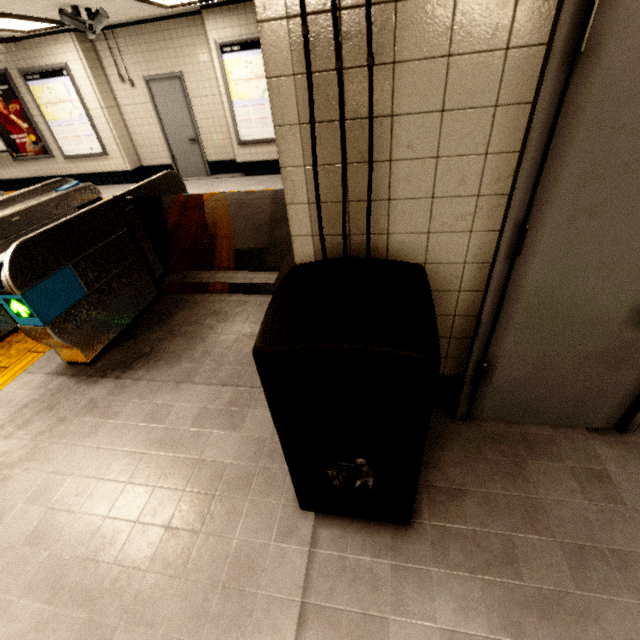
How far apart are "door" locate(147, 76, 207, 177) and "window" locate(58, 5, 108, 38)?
1.9m

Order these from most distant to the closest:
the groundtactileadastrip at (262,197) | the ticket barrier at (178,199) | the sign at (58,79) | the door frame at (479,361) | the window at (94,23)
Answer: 1. the sign at (58,79)
2. the groundtactileadastrip at (262,197)
3. the window at (94,23)
4. the ticket barrier at (178,199)
5. the door frame at (479,361)

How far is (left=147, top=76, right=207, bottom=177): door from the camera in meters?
7.1 m

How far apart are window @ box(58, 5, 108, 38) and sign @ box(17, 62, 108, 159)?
2.2 meters

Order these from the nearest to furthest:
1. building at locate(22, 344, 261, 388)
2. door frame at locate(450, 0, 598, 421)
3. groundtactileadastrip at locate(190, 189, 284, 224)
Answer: door frame at locate(450, 0, 598, 421) → building at locate(22, 344, 261, 388) → groundtactileadastrip at locate(190, 189, 284, 224)

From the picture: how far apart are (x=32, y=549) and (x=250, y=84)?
7.69m

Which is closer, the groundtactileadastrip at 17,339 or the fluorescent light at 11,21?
the groundtactileadastrip at 17,339

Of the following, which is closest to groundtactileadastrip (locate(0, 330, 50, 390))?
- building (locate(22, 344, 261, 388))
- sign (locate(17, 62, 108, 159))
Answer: building (locate(22, 344, 261, 388))
